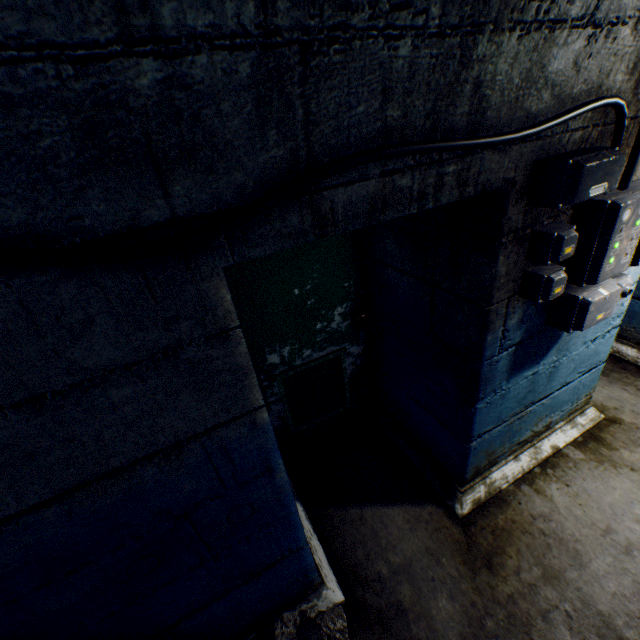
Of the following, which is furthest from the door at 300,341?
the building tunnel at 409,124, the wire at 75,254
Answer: the wire at 75,254

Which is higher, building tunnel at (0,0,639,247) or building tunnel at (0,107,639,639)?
building tunnel at (0,0,639,247)

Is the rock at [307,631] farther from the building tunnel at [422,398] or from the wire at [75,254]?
the wire at [75,254]

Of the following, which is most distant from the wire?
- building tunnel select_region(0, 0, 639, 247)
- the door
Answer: the door

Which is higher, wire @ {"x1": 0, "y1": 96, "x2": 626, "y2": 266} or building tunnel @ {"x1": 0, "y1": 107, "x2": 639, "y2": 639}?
wire @ {"x1": 0, "y1": 96, "x2": 626, "y2": 266}

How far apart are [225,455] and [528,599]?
1.96m

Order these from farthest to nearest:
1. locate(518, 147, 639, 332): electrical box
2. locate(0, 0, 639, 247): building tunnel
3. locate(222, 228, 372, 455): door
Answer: locate(222, 228, 372, 455): door → locate(518, 147, 639, 332): electrical box → locate(0, 0, 639, 247): building tunnel

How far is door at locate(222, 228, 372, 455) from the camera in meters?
2.1
